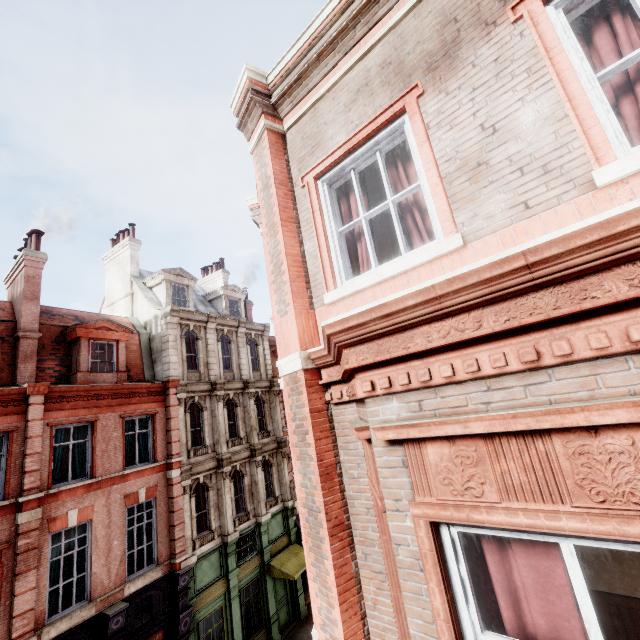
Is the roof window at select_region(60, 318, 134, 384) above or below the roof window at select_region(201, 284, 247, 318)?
below

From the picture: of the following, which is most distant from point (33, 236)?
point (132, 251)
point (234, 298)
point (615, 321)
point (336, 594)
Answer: point (615, 321)

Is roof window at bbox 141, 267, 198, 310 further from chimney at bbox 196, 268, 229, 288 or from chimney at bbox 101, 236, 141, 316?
chimney at bbox 196, 268, 229, 288

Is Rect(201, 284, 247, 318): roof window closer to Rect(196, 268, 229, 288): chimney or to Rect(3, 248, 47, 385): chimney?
Rect(196, 268, 229, 288): chimney

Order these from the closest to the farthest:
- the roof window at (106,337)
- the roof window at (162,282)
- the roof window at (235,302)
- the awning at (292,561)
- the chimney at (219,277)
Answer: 1. the roof window at (106,337)
2. the awning at (292,561)
3. the roof window at (162,282)
4. the roof window at (235,302)
5. the chimney at (219,277)

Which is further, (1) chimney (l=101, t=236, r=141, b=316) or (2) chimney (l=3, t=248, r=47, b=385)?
(1) chimney (l=101, t=236, r=141, b=316)

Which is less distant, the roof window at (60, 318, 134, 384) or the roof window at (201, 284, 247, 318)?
the roof window at (60, 318, 134, 384)

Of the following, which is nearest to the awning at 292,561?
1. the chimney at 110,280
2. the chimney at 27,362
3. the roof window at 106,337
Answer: the roof window at 106,337
